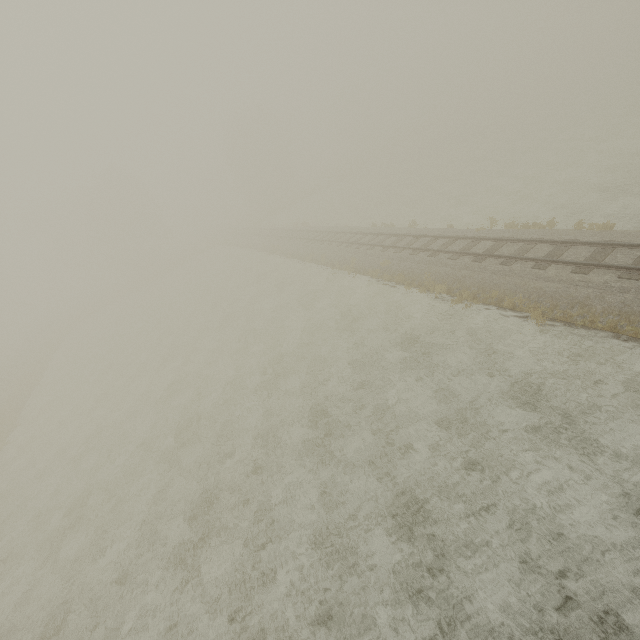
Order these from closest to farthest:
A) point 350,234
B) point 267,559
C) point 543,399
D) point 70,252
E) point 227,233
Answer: point 267,559
point 543,399
point 350,234
point 227,233
point 70,252

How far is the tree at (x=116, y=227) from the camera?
49.69m

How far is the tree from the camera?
49.7 meters
